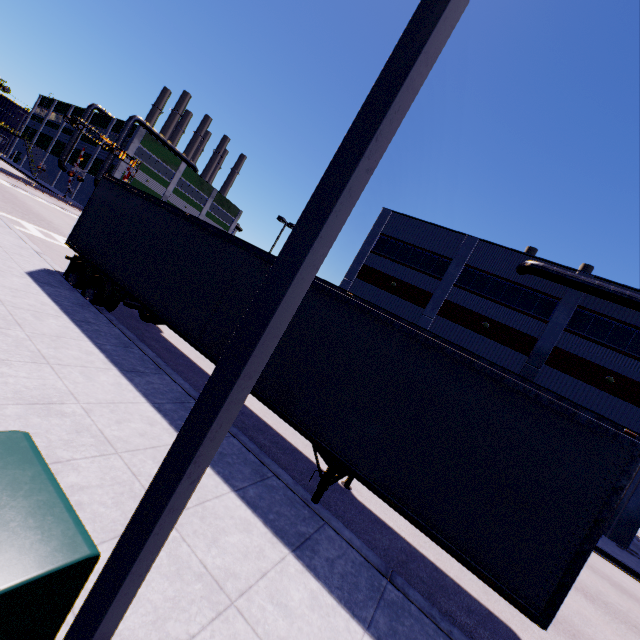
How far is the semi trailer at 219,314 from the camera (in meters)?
7.55

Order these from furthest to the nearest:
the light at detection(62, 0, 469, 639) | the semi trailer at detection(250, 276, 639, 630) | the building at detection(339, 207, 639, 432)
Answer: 1. the building at detection(339, 207, 639, 432)
2. the semi trailer at detection(250, 276, 639, 630)
3. the light at detection(62, 0, 469, 639)

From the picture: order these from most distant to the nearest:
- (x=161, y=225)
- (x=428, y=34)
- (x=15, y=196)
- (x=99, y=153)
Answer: (x=99, y=153) → (x=15, y=196) → (x=161, y=225) → (x=428, y=34)

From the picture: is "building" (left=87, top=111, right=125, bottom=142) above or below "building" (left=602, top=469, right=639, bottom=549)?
above

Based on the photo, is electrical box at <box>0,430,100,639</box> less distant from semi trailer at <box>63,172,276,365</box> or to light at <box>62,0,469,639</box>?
light at <box>62,0,469,639</box>

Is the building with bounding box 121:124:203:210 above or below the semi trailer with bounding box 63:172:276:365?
above

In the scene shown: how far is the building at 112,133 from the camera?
51.2 meters
